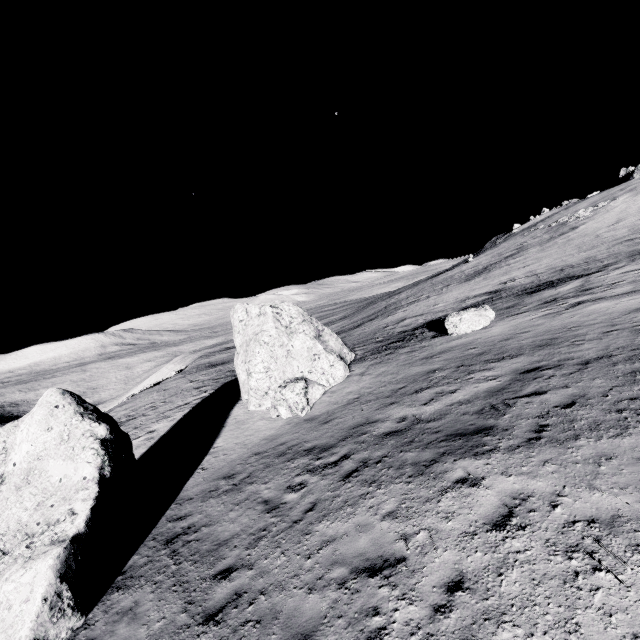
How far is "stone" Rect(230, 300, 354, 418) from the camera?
15.60m

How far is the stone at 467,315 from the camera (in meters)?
17.56

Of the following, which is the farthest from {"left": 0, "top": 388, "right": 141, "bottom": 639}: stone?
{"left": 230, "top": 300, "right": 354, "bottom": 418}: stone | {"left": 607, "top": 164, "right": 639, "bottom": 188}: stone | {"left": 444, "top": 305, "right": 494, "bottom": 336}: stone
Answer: {"left": 607, "top": 164, "right": 639, "bottom": 188}: stone

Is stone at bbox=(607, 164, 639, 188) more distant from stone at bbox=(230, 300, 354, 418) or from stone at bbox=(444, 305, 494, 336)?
stone at bbox=(230, 300, 354, 418)

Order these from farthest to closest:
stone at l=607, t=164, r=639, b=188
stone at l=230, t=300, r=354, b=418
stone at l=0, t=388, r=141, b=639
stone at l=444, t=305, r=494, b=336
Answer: stone at l=607, t=164, r=639, b=188 → stone at l=444, t=305, r=494, b=336 → stone at l=230, t=300, r=354, b=418 → stone at l=0, t=388, r=141, b=639

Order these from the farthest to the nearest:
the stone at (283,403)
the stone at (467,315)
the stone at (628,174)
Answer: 1. the stone at (628,174)
2. the stone at (467,315)
3. the stone at (283,403)

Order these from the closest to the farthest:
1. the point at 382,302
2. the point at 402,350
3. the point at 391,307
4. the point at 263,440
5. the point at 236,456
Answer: the point at 236,456 < the point at 263,440 < the point at 402,350 < the point at 391,307 < the point at 382,302
